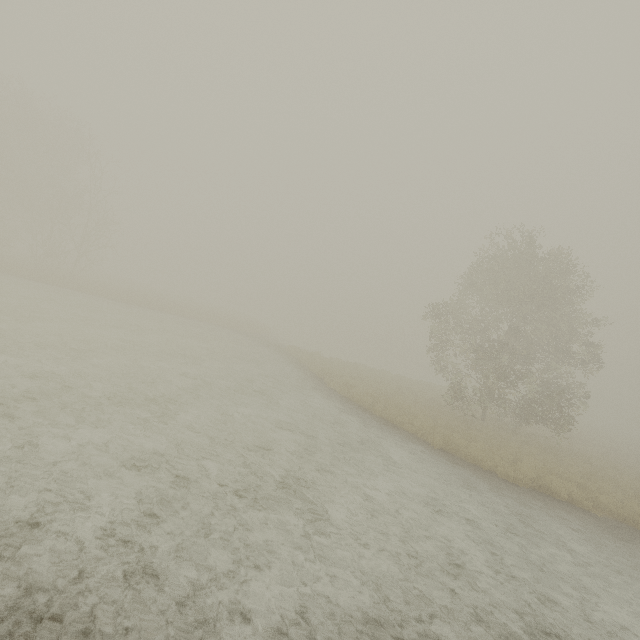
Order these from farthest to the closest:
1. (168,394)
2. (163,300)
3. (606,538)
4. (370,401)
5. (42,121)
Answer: (163,300) → (42,121) → (370,401) → (168,394) → (606,538)
